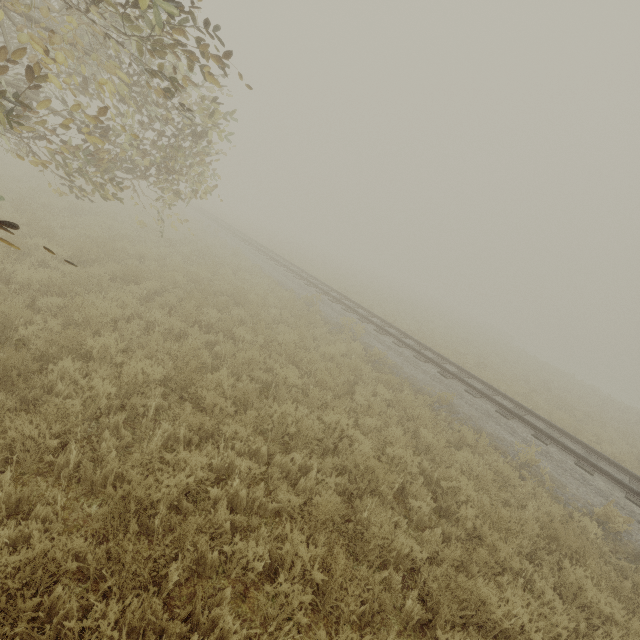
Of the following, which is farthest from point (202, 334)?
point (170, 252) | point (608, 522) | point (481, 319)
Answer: point (481, 319)
